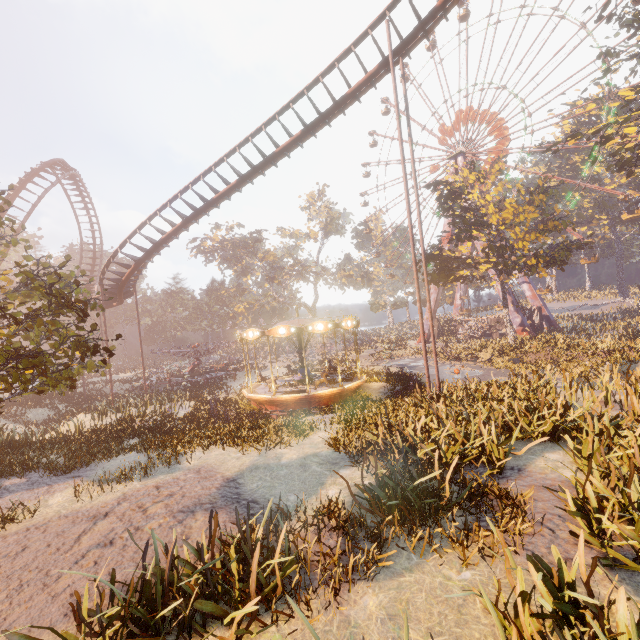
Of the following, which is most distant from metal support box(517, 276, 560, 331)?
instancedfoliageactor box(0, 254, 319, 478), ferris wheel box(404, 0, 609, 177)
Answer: instancedfoliageactor box(0, 254, 319, 478)

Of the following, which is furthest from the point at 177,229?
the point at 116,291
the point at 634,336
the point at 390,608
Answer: the point at 634,336

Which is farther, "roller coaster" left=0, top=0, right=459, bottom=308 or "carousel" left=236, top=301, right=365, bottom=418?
"carousel" left=236, top=301, right=365, bottom=418

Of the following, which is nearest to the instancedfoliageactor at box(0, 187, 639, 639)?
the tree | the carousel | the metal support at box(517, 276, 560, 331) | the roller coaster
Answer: the carousel

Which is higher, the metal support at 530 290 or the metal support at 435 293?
the metal support at 435 293

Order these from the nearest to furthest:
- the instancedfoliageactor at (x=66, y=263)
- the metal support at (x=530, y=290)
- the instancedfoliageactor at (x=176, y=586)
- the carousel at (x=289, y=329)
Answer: the instancedfoliageactor at (x=176, y=586)
the instancedfoliageactor at (x=66, y=263)
the carousel at (x=289, y=329)
the metal support at (x=530, y=290)

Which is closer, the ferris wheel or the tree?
the tree

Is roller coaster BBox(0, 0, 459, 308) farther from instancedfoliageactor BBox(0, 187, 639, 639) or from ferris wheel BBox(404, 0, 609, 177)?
ferris wheel BBox(404, 0, 609, 177)
